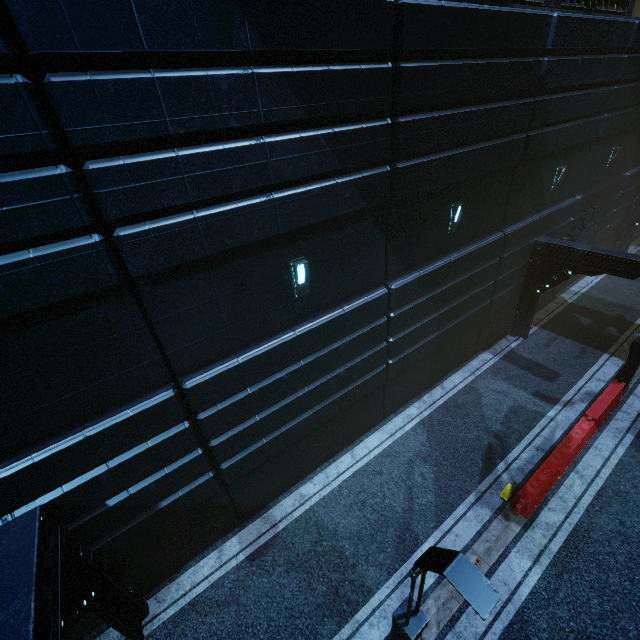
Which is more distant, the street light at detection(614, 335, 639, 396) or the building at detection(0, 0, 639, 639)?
the street light at detection(614, 335, 639, 396)

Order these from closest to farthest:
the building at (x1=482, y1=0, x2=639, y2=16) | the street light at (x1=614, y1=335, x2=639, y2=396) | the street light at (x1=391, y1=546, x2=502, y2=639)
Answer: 1. the street light at (x1=391, y1=546, x2=502, y2=639)
2. the building at (x1=482, y1=0, x2=639, y2=16)
3. the street light at (x1=614, y1=335, x2=639, y2=396)

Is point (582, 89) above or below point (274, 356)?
above

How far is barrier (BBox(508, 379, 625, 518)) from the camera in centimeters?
903cm

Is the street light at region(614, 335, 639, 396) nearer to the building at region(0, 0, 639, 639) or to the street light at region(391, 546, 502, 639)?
the building at region(0, 0, 639, 639)

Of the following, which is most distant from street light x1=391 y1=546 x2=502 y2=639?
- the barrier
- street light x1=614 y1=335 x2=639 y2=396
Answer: street light x1=614 y1=335 x2=639 y2=396

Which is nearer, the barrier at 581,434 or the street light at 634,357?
the barrier at 581,434

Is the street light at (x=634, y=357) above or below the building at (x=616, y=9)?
below
